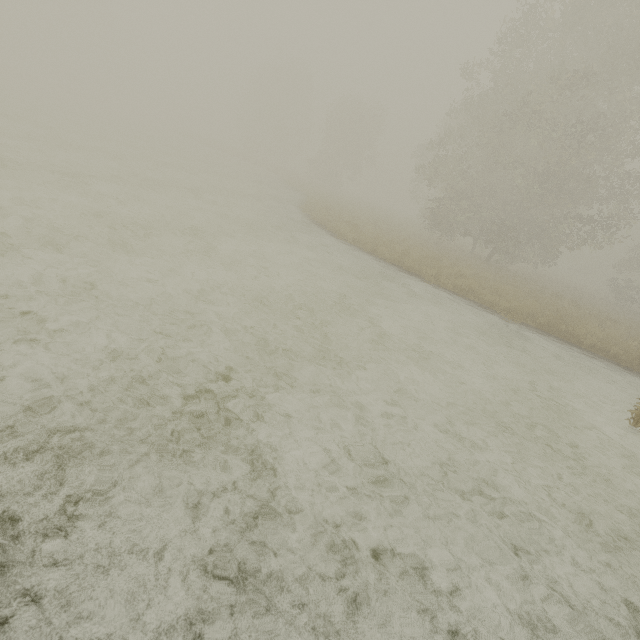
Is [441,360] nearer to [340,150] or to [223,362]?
[223,362]
